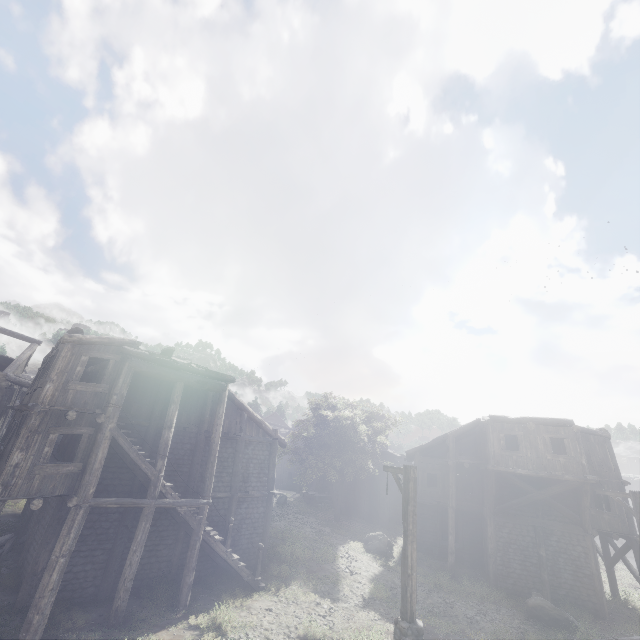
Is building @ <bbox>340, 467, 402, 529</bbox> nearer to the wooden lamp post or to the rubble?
the rubble

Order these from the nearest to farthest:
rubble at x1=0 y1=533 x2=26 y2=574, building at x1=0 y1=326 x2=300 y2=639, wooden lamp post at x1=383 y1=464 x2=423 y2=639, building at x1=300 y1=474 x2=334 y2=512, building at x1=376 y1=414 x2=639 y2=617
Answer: wooden lamp post at x1=383 y1=464 x2=423 y2=639 → building at x1=0 y1=326 x2=300 y2=639 → rubble at x1=0 y1=533 x2=26 y2=574 → building at x1=376 y1=414 x2=639 y2=617 → building at x1=300 y1=474 x2=334 y2=512

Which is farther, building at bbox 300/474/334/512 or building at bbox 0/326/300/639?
building at bbox 300/474/334/512

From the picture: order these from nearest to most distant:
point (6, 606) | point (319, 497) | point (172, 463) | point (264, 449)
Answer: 1. point (6, 606)
2. point (172, 463)
3. point (264, 449)
4. point (319, 497)

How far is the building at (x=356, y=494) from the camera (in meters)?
31.27
